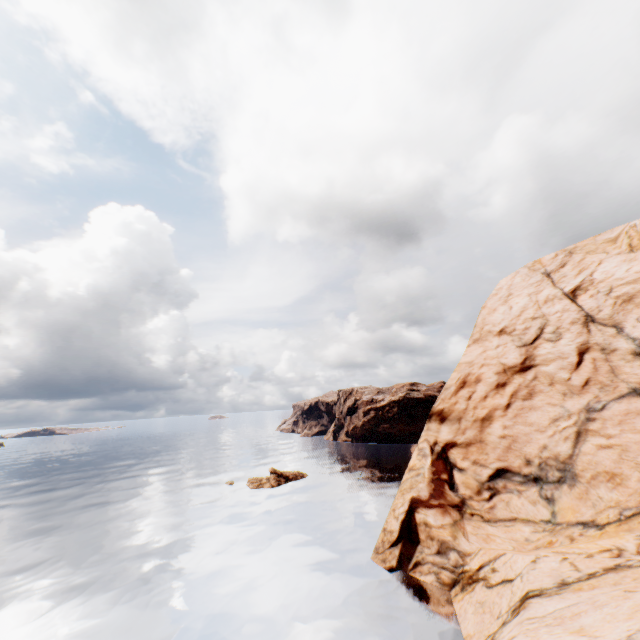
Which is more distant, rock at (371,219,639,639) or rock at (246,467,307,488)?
rock at (246,467,307,488)

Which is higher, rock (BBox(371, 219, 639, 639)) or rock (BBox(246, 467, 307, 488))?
rock (BBox(371, 219, 639, 639))

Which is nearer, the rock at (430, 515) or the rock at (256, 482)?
the rock at (430, 515)

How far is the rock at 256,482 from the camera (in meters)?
50.04

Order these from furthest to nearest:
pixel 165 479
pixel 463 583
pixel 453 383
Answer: pixel 165 479, pixel 453 383, pixel 463 583

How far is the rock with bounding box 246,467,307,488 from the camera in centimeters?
5004cm
